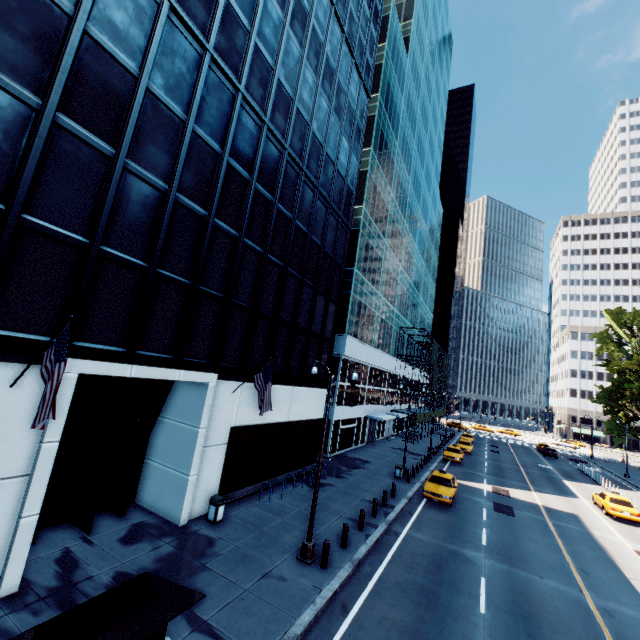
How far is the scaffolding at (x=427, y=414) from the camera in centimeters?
4299cm

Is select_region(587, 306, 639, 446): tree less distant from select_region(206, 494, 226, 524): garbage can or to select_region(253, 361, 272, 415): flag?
select_region(253, 361, 272, 415): flag

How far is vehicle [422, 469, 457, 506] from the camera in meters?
20.7

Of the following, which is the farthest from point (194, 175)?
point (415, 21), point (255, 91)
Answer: point (415, 21)

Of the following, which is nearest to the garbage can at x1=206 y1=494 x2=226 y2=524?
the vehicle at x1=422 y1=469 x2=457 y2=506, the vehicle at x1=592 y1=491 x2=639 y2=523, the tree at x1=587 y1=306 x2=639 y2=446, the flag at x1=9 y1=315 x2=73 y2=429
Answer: the flag at x1=9 y1=315 x2=73 y2=429

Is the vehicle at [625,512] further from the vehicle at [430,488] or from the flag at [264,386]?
the flag at [264,386]

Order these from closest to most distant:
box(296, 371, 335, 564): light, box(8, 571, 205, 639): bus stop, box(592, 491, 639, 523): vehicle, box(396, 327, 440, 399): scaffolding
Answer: box(8, 571, 205, 639): bus stop, box(296, 371, 335, 564): light, box(592, 491, 639, 523): vehicle, box(396, 327, 440, 399): scaffolding

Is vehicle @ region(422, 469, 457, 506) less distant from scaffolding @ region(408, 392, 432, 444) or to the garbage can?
the garbage can
